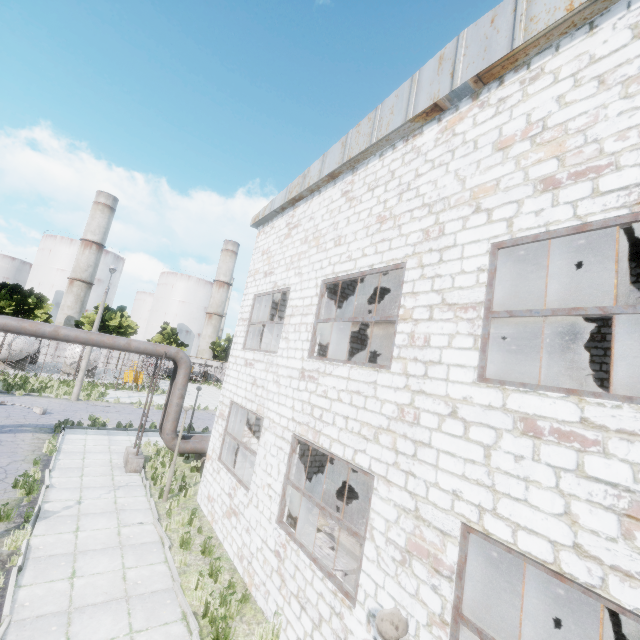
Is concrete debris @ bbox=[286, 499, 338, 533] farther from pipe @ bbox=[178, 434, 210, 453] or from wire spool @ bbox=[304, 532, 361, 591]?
pipe @ bbox=[178, 434, 210, 453]

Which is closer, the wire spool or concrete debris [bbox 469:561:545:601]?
the wire spool

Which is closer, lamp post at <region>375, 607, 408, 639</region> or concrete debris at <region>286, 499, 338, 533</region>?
lamp post at <region>375, 607, 408, 639</region>

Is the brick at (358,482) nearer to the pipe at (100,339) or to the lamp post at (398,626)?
the pipe at (100,339)

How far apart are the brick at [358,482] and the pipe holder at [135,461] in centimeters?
901cm

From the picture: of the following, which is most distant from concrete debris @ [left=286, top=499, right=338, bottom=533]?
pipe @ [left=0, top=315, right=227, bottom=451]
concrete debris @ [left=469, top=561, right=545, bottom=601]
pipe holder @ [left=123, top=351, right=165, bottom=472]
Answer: pipe holder @ [left=123, top=351, right=165, bottom=472]

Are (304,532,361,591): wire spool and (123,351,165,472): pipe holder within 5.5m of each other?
no

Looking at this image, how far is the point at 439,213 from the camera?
5.85m
